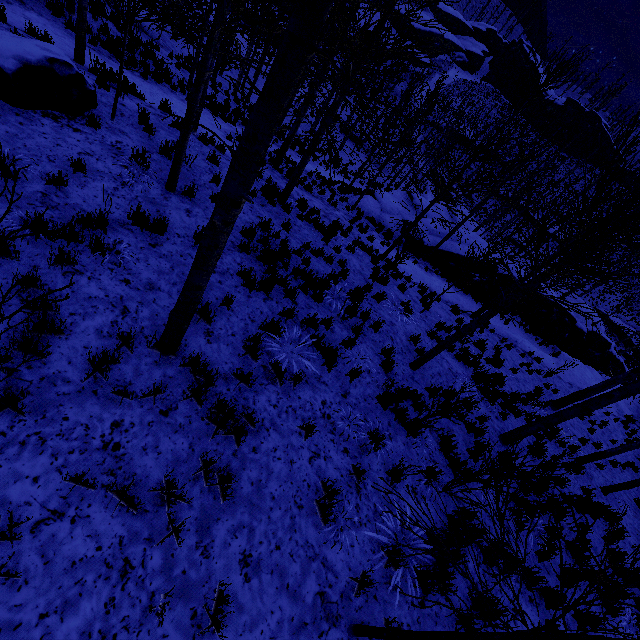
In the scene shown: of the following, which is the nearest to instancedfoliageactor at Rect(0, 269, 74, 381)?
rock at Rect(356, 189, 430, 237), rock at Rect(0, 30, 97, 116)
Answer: rock at Rect(0, 30, 97, 116)

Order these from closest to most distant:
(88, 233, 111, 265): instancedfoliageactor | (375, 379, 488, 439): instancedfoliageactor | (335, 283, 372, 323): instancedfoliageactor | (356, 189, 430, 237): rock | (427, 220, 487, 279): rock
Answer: A: (88, 233, 111, 265): instancedfoliageactor < (375, 379, 488, 439): instancedfoliageactor < (335, 283, 372, 323): instancedfoliageactor < (427, 220, 487, 279): rock < (356, 189, 430, 237): rock

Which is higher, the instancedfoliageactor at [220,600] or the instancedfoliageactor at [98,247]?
the instancedfoliageactor at [98,247]

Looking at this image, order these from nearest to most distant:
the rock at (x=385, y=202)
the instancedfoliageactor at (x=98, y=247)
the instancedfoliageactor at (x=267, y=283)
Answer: the instancedfoliageactor at (x=98, y=247) → the instancedfoliageactor at (x=267, y=283) → the rock at (x=385, y=202)

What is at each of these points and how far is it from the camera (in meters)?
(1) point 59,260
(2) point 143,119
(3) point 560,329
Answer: (1) instancedfoliageactor, 4.25
(2) instancedfoliageactor, 7.71
(3) rock, 24.14

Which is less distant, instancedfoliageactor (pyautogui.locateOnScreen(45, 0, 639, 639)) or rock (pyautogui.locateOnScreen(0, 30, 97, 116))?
instancedfoliageactor (pyautogui.locateOnScreen(45, 0, 639, 639))

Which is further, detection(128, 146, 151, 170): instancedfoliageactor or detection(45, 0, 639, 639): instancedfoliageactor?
detection(128, 146, 151, 170): instancedfoliageactor
